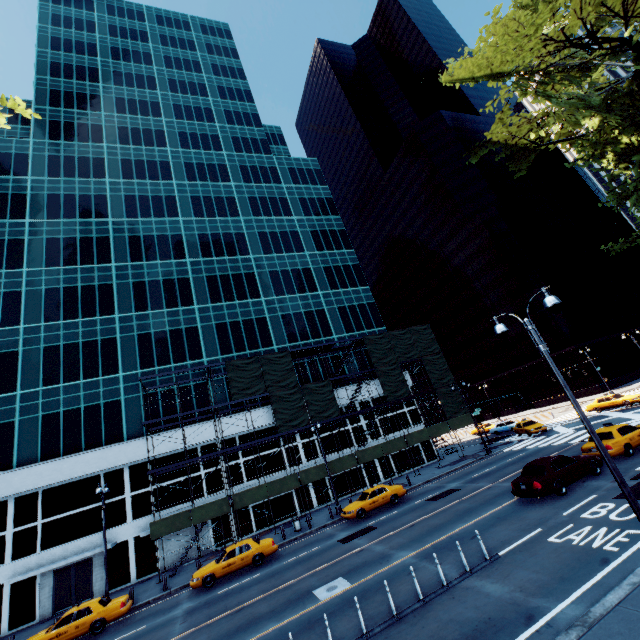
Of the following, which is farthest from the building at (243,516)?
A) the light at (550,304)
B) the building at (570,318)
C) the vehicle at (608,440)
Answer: the building at (570,318)

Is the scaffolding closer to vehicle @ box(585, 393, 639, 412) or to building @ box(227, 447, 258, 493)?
building @ box(227, 447, 258, 493)

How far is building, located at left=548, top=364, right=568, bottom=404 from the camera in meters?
58.2 m

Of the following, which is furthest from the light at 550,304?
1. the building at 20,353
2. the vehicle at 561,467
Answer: the building at 20,353

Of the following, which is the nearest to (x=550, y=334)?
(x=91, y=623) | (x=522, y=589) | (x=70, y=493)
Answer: (x=522, y=589)

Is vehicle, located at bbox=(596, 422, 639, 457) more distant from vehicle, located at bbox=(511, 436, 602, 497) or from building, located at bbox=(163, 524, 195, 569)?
building, located at bbox=(163, 524, 195, 569)

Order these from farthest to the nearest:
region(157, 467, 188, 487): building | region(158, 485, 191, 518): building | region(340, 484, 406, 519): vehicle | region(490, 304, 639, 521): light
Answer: region(157, 467, 188, 487): building, region(158, 485, 191, 518): building, region(340, 484, 406, 519): vehicle, region(490, 304, 639, 521): light

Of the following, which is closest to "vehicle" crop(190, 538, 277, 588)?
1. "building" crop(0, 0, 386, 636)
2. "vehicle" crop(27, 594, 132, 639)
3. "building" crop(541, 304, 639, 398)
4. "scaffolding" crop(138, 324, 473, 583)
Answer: "vehicle" crop(27, 594, 132, 639)
